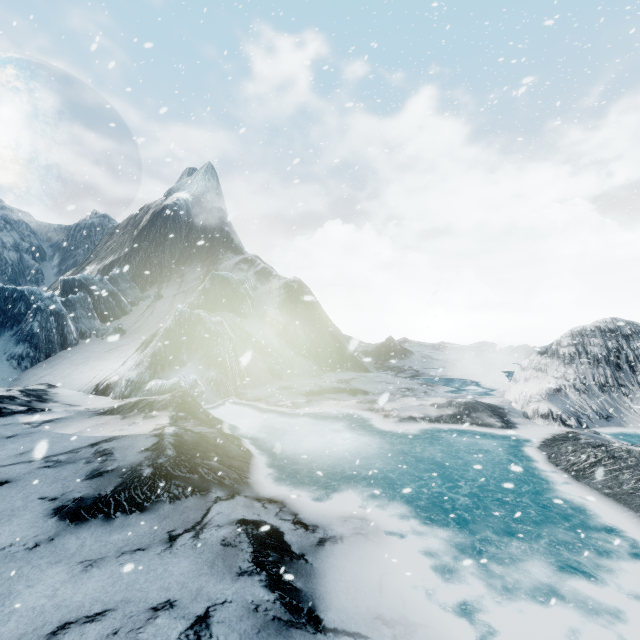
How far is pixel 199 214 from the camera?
49.3m
